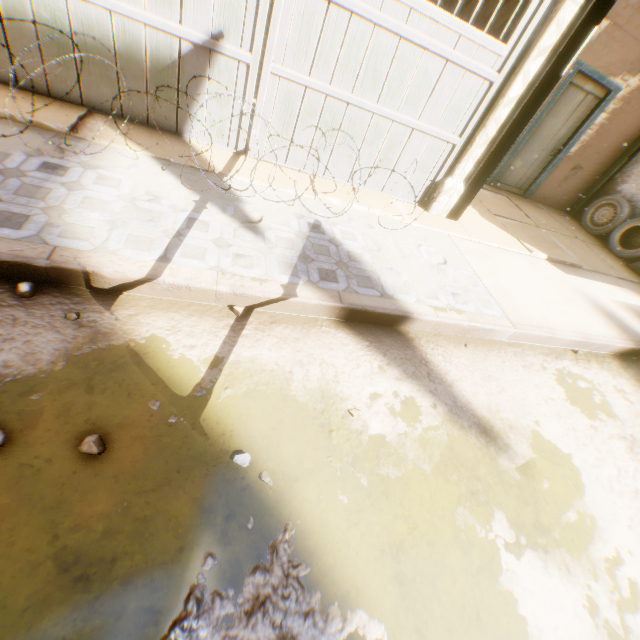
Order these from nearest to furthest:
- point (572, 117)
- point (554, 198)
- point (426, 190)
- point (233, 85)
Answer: point (233, 85), point (426, 190), point (572, 117), point (554, 198)

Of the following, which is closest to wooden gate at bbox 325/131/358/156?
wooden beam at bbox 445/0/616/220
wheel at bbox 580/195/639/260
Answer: wooden beam at bbox 445/0/616/220

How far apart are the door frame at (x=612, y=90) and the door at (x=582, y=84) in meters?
0.0 m

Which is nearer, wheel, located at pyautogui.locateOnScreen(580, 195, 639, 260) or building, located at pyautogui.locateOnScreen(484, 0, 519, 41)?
building, located at pyautogui.locateOnScreen(484, 0, 519, 41)

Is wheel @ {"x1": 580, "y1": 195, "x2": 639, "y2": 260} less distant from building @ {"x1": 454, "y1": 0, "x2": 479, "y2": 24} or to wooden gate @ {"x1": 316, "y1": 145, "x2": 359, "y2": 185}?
building @ {"x1": 454, "y1": 0, "x2": 479, "y2": 24}

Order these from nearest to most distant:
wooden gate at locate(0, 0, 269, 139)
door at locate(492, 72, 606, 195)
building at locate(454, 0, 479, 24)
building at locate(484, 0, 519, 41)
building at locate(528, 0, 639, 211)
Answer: wooden gate at locate(0, 0, 269, 139) → building at locate(484, 0, 519, 41) → building at locate(454, 0, 479, 24) → building at locate(528, 0, 639, 211) → door at locate(492, 72, 606, 195)

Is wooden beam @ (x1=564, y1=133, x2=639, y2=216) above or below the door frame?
below

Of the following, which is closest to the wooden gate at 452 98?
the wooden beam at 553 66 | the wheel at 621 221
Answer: the wooden beam at 553 66
